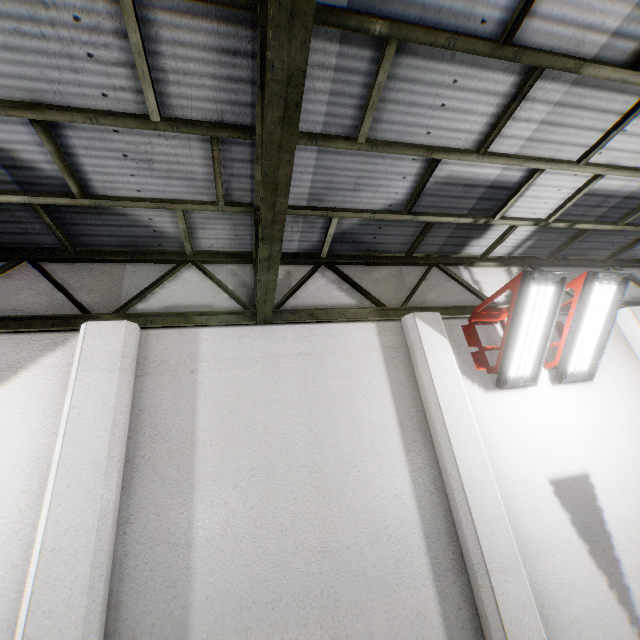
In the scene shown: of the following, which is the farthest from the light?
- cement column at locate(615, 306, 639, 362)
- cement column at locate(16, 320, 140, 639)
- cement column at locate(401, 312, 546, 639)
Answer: cement column at locate(16, 320, 140, 639)

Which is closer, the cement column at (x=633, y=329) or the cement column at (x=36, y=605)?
the cement column at (x=36, y=605)

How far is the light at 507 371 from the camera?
4.0 meters

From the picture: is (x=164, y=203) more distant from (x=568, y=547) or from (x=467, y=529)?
(x=568, y=547)

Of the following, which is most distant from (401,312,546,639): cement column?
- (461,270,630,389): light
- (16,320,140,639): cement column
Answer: (16,320,140,639): cement column

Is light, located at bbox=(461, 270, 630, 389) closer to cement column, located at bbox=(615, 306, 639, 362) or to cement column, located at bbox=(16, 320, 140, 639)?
cement column, located at bbox=(615, 306, 639, 362)

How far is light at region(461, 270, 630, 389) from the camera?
4.01m

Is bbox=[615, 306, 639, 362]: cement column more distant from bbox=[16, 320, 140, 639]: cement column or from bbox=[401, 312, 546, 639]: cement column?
bbox=[16, 320, 140, 639]: cement column
